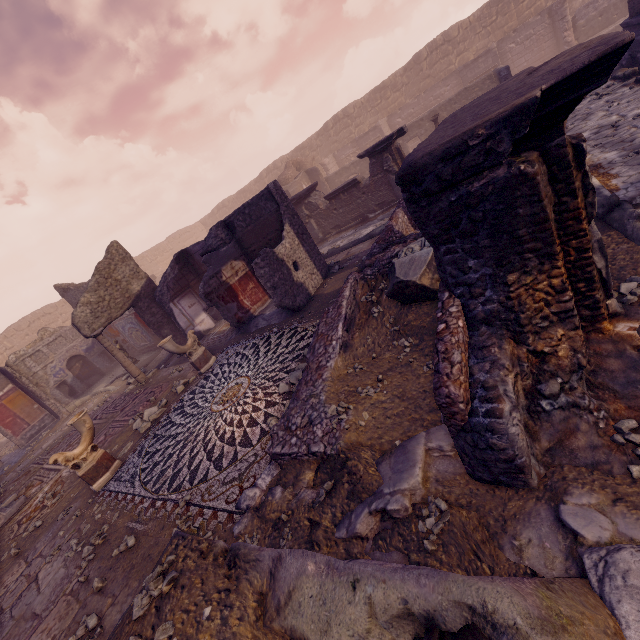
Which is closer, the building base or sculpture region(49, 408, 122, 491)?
sculpture region(49, 408, 122, 491)

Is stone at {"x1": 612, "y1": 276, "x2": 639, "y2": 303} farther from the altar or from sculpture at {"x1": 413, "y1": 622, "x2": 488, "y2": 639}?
the altar

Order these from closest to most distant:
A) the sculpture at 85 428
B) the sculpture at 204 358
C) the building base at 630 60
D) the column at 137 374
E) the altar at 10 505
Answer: the sculpture at 85 428, the altar at 10 505, the sculpture at 204 358, the building base at 630 60, the column at 137 374

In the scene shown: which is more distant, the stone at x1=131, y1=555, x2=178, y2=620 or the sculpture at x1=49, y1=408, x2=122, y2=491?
the sculpture at x1=49, y1=408, x2=122, y2=491

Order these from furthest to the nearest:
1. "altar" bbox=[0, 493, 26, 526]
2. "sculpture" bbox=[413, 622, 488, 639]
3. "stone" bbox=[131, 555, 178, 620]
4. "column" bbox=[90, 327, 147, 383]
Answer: "column" bbox=[90, 327, 147, 383] → "altar" bbox=[0, 493, 26, 526] → "stone" bbox=[131, 555, 178, 620] → "sculpture" bbox=[413, 622, 488, 639]

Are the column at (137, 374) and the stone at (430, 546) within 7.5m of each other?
no

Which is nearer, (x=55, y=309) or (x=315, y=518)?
(x=315, y=518)

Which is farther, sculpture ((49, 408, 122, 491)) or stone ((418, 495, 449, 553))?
sculpture ((49, 408, 122, 491))
